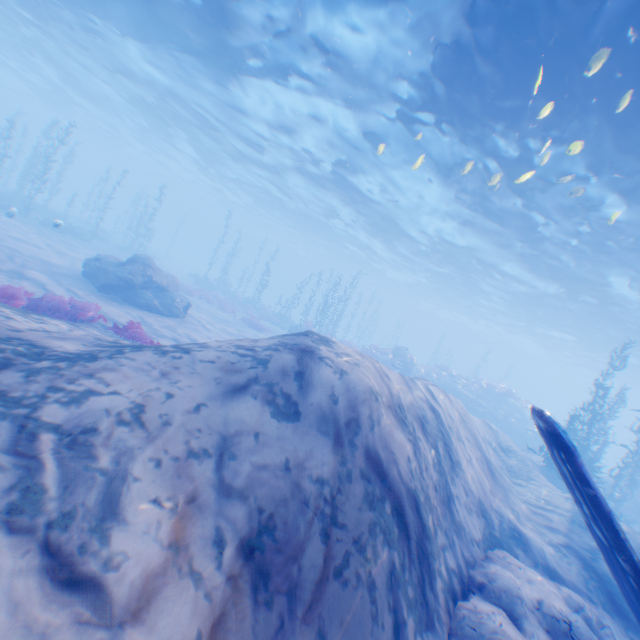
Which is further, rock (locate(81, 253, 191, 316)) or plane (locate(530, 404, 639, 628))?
rock (locate(81, 253, 191, 316))

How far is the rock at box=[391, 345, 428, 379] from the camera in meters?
25.2 m

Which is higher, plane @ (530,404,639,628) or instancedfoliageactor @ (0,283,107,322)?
plane @ (530,404,639,628)

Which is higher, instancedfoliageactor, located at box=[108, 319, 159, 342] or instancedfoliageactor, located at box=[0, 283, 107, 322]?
instancedfoliageactor, located at box=[108, 319, 159, 342]

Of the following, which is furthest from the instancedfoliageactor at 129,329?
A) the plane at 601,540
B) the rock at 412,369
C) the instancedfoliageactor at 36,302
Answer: the rock at 412,369

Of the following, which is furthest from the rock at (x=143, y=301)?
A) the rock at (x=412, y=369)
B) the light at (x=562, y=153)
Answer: the rock at (x=412, y=369)

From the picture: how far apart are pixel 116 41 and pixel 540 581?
30.14m

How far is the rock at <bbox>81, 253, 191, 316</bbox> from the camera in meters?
14.8
